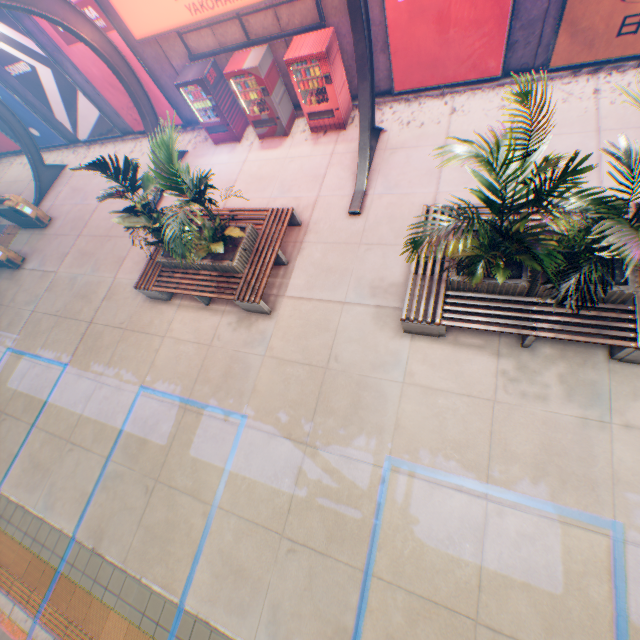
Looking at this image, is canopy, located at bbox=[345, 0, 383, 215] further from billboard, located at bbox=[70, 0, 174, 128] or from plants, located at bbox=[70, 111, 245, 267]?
plants, located at bbox=[70, 111, 245, 267]

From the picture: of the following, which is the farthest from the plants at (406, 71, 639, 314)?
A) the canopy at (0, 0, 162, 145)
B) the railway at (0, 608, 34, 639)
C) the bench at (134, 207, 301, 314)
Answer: the railway at (0, 608, 34, 639)

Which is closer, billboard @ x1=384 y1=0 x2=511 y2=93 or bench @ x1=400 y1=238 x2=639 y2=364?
bench @ x1=400 y1=238 x2=639 y2=364

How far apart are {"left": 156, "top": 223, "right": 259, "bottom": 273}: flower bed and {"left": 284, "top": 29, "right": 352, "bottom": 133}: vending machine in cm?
406

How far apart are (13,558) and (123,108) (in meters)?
14.02

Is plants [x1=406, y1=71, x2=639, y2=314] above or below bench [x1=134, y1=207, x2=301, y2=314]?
above

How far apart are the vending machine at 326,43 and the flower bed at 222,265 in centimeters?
406cm

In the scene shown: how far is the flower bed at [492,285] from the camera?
5.0 meters
